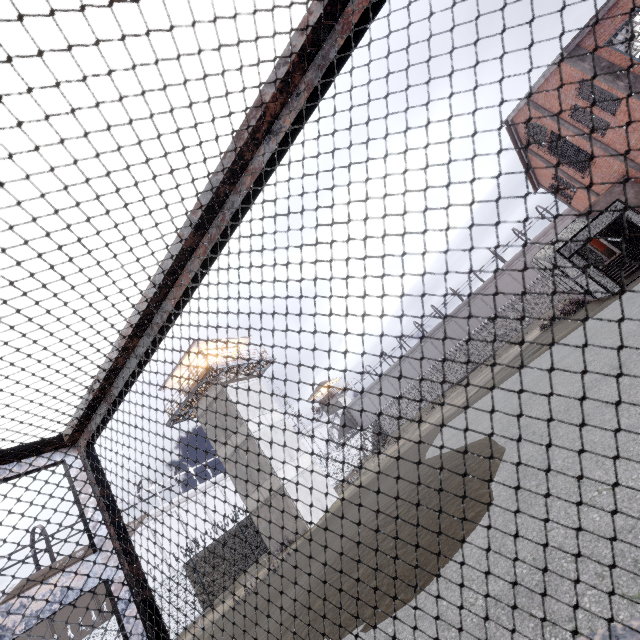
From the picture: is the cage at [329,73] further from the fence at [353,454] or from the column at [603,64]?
the column at [603,64]

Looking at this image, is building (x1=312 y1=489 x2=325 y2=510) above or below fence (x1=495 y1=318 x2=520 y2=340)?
below

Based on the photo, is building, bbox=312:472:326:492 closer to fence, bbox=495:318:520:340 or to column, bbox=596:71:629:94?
fence, bbox=495:318:520:340

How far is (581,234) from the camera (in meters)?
14.77

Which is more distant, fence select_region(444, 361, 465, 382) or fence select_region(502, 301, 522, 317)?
fence select_region(444, 361, 465, 382)

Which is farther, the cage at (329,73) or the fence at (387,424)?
the fence at (387,424)

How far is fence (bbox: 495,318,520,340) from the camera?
38.2 meters
